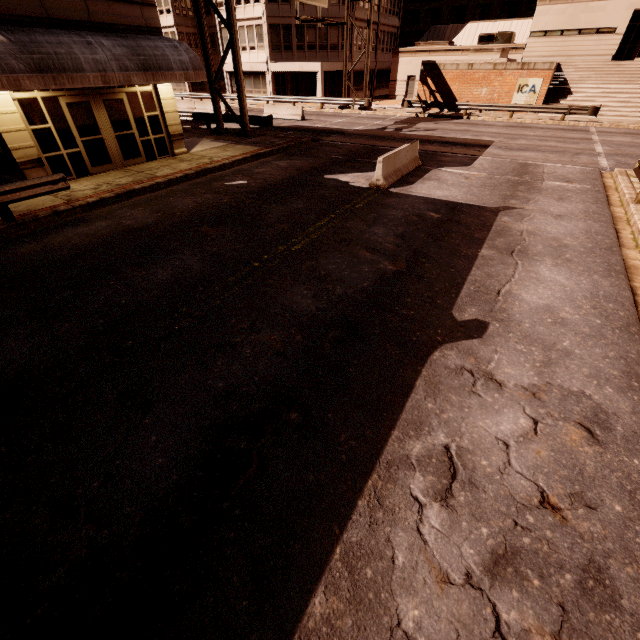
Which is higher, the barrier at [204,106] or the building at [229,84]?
the building at [229,84]

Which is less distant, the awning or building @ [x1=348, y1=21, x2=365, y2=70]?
the awning

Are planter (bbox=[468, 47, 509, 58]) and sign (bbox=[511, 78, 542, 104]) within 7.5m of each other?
yes

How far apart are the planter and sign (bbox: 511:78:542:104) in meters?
2.6

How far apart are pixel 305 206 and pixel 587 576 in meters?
9.9 m

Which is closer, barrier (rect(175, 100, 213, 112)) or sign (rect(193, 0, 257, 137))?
sign (rect(193, 0, 257, 137))

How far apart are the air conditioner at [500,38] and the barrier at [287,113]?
23.78m

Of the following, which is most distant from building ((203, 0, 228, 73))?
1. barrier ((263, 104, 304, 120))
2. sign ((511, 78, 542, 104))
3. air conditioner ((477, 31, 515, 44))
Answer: sign ((511, 78, 542, 104))
